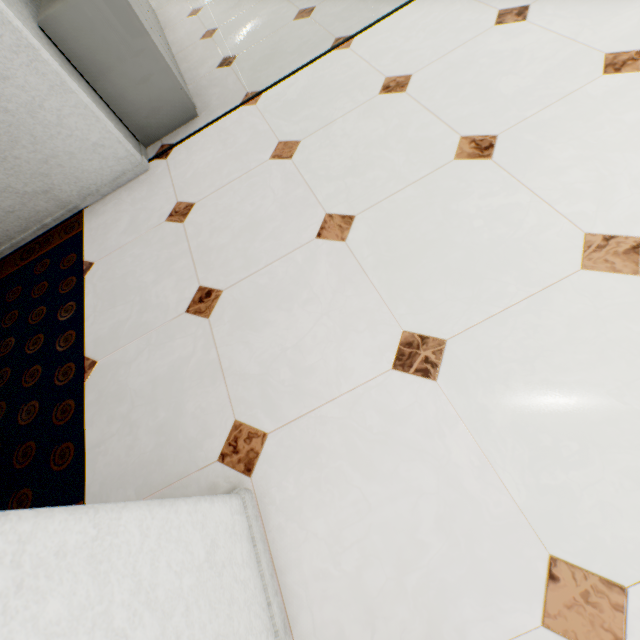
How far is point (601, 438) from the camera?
0.9 meters
